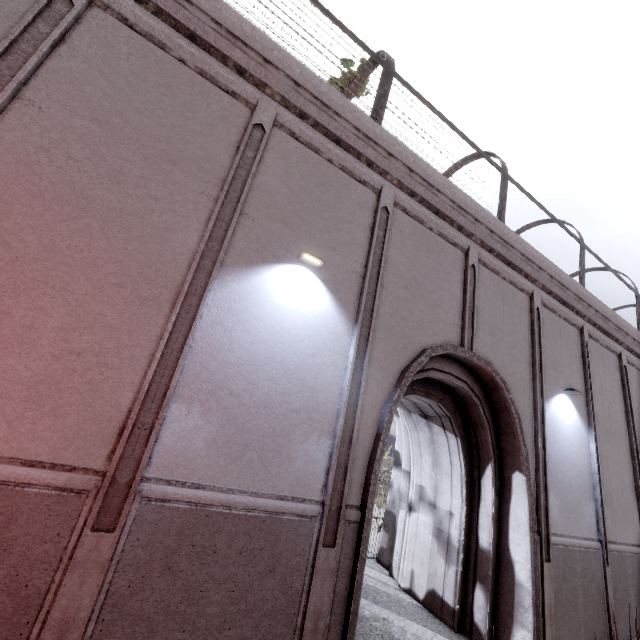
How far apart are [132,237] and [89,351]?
1.35m
